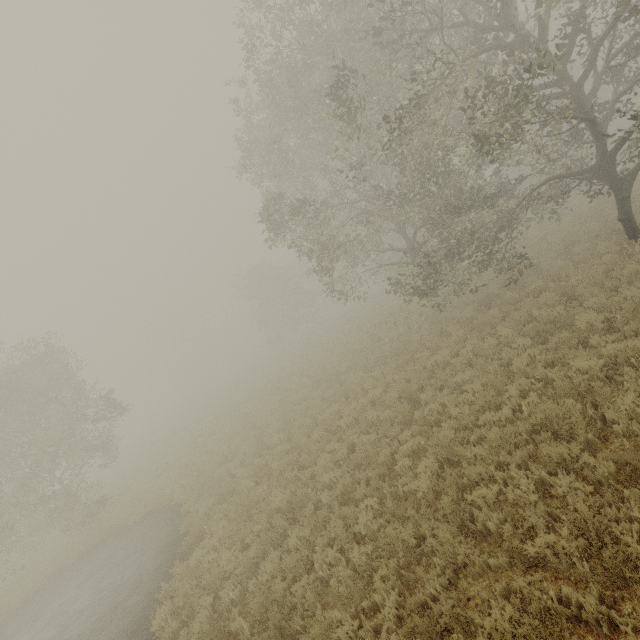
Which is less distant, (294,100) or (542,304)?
(542,304)
